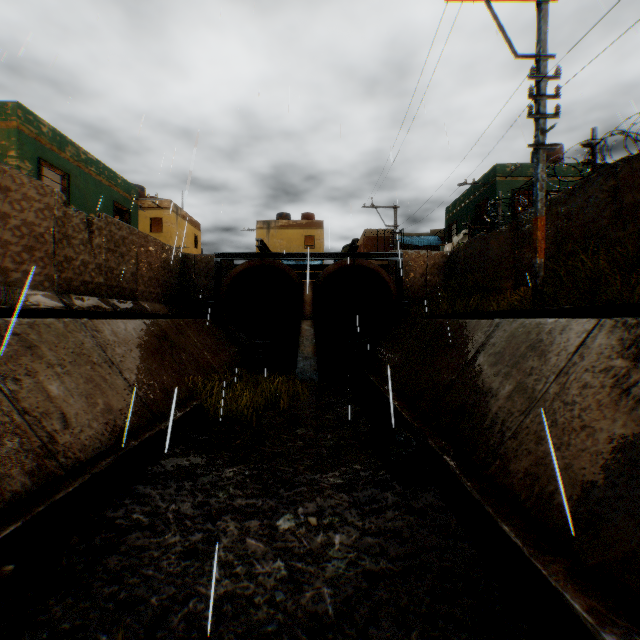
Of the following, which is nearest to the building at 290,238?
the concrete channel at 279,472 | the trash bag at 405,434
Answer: the concrete channel at 279,472

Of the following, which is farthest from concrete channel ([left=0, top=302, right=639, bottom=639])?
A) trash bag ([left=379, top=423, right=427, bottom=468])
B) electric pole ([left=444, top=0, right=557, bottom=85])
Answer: electric pole ([left=444, top=0, right=557, bottom=85])

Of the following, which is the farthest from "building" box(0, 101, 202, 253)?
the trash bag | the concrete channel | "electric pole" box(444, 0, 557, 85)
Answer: "electric pole" box(444, 0, 557, 85)

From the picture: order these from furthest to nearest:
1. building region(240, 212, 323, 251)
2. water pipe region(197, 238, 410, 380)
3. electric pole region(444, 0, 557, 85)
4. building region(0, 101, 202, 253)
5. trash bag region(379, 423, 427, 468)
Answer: building region(240, 212, 323, 251) → water pipe region(197, 238, 410, 380) → building region(0, 101, 202, 253) → electric pole region(444, 0, 557, 85) → trash bag region(379, 423, 427, 468)

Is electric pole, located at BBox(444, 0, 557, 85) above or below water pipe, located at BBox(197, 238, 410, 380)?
above

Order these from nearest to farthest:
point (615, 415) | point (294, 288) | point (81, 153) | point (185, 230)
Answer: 1. point (615, 415)
2. point (185, 230)
3. point (81, 153)
4. point (294, 288)

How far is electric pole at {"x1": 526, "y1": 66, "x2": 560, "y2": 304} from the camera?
7.34m

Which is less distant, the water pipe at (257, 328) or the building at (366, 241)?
the water pipe at (257, 328)
